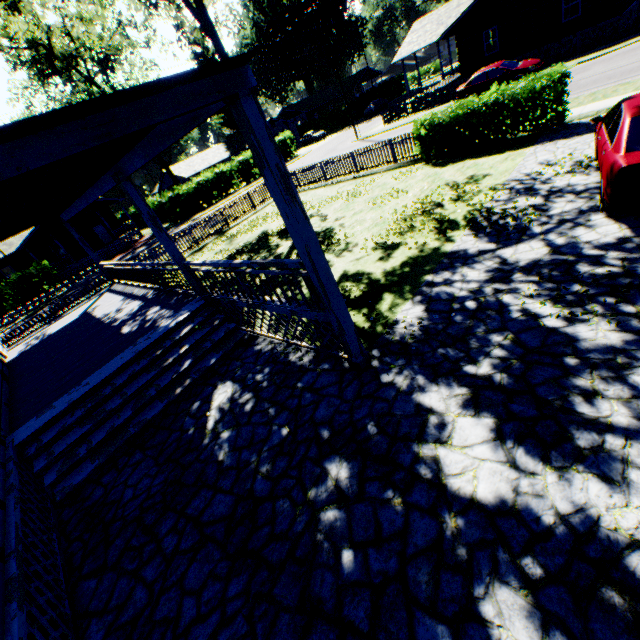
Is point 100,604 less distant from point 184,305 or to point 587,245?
point 184,305

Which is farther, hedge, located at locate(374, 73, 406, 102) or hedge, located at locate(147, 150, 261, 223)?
hedge, located at locate(374, 73, 406, 102)

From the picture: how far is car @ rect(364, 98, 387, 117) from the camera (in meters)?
46.31

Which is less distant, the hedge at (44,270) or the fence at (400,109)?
the fence at (400,109)

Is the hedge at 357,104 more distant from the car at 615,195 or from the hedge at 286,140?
the car at 615,195

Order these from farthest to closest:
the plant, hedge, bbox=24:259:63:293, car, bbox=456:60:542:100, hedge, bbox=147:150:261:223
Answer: the plant < hedge, bbox=147:150:261:223 < hedge, bbox=24:259:63:293 < car, bbox=456:60:542:100

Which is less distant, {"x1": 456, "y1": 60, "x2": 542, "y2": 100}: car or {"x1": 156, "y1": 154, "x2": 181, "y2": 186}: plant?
{"x1": 456, "y1": 60, "x2": 542, "y2": 100}: car

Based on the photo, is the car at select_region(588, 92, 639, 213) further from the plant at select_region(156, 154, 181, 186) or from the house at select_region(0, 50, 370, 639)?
the plant at select_region(156, 154, 181, 186)
